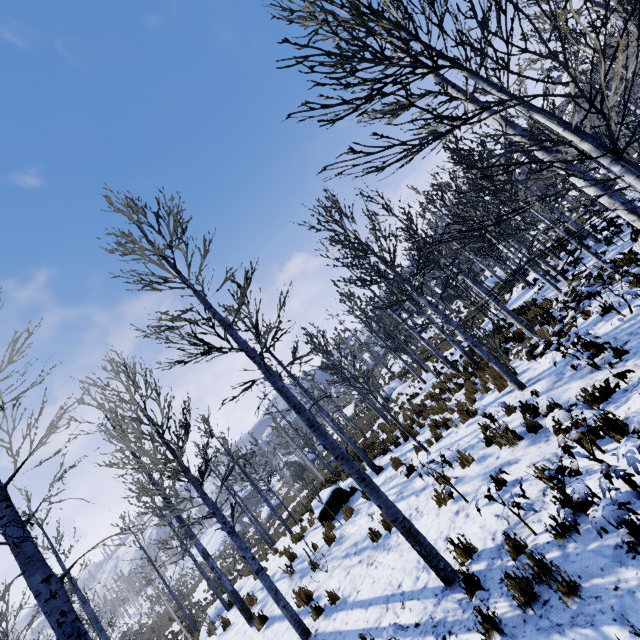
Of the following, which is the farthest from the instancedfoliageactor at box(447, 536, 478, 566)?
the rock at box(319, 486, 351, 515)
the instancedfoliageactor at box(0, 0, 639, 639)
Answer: the instancedfoliageactor at box(0, 0, 639, 639)

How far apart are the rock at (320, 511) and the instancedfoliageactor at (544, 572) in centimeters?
735cm

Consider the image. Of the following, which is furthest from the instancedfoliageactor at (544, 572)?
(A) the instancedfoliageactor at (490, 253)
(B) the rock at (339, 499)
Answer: (A) the instancedfoliageactor at (490, 253)

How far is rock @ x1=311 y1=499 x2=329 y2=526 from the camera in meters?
11.1 m

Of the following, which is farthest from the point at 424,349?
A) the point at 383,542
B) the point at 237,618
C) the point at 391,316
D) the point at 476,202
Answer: the point at 383,542

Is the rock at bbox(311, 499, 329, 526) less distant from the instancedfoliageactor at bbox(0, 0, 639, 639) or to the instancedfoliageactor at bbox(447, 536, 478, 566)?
the instancedfoliageactor at bbox(447, 536, 478, 566)

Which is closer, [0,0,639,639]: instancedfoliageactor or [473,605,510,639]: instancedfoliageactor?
[0,0,639,639]: instancedfoliageactor

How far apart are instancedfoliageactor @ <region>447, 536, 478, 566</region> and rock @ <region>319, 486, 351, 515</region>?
7.3 meters
